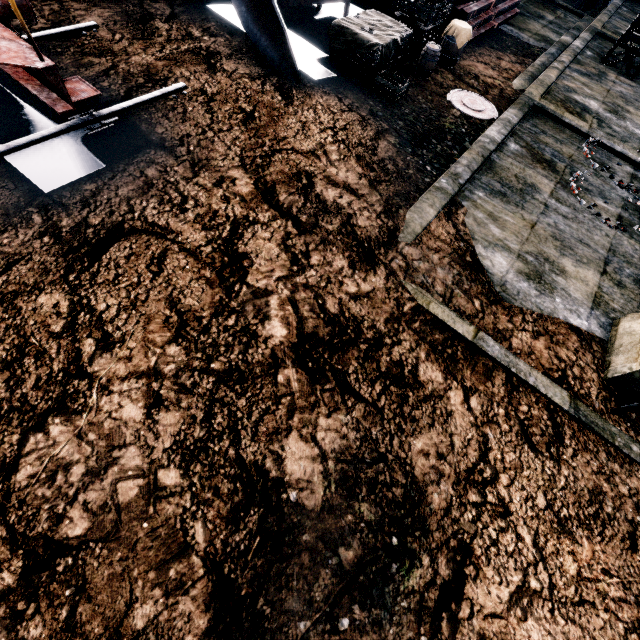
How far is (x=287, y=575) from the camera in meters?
3.3 m

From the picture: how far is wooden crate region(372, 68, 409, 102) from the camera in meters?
9.0 m

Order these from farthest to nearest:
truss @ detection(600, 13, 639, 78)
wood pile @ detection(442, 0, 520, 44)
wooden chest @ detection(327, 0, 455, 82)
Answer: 1. truss @ detection(600, 13, 639, 78)
2. wood pile @ detection(442, 0, 520, 44)
3. wooden chest @ detection(327, 0, 455, 82)

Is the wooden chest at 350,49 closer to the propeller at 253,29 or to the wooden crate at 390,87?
the wooden crate at 390,87

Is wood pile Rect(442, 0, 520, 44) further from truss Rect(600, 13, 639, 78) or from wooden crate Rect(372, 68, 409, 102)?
wooden crate Rect(372, 68, 409, 102)

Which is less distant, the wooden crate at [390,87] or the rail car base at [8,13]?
the rail car base at [8,13]

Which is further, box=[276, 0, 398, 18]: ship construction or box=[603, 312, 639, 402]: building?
box=[276, 0, 398, 18]: ship construction

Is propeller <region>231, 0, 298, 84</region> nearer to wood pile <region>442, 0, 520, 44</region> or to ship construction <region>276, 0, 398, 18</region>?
ship construction <region>276, 0, 398, 18</region>
